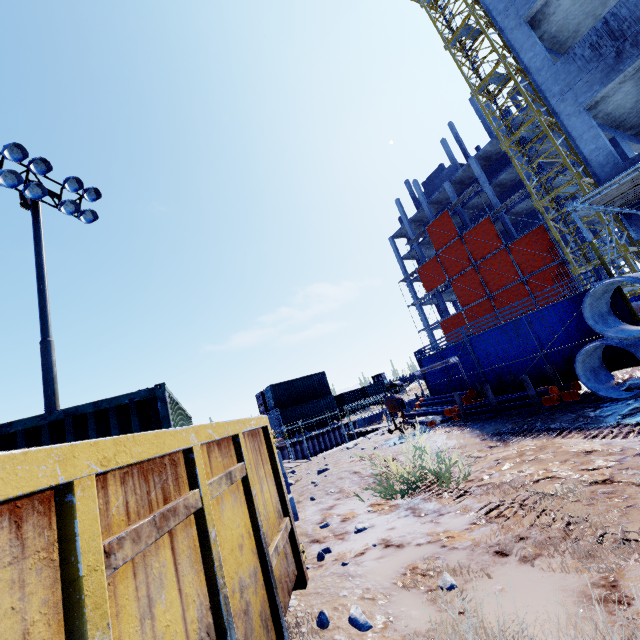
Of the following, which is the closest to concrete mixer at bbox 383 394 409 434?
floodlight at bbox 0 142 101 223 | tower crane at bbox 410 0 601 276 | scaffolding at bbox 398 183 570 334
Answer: scaffolding at bbox 398 183 570 334

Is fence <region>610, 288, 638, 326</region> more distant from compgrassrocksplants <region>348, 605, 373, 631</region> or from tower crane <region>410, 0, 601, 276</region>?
compgrassrocksplants <region>348, 605, 373, 631</region>

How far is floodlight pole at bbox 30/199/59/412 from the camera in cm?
881

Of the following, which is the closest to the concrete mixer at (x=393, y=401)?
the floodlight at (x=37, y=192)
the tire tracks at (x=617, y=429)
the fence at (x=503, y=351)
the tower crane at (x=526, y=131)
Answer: the fence at (x=503, y=351)

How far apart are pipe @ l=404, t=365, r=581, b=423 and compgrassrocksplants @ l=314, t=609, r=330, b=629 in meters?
6.6

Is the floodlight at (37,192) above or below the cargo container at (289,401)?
above

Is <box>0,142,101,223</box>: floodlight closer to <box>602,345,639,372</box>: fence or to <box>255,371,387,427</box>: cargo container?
<box>602,345,639,372</box>: fence

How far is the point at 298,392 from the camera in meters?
31.2 m
